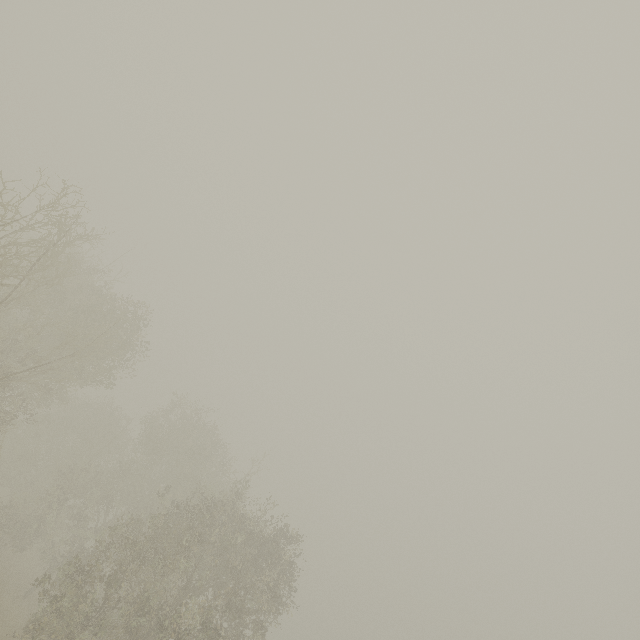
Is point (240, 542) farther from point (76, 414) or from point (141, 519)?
point (76, 414)
